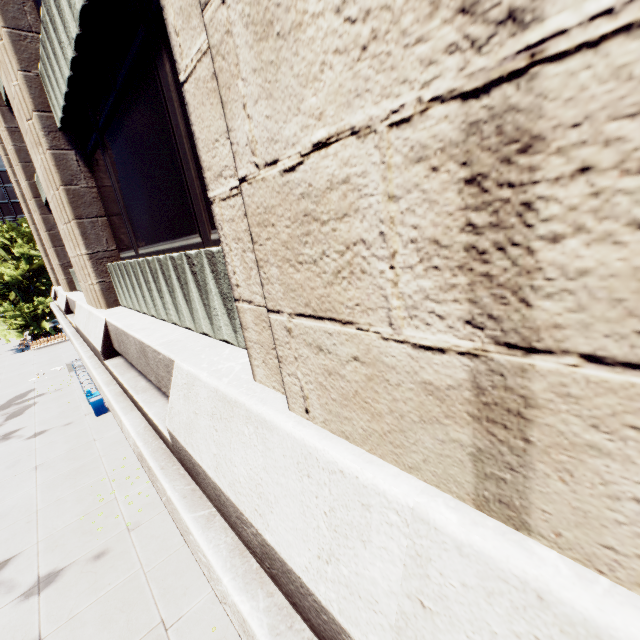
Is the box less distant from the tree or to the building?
the building

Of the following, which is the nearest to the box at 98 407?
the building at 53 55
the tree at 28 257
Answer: the building at 53 55

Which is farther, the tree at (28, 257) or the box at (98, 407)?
the tree at (28, 257)

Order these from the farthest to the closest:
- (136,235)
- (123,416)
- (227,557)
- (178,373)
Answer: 1. (136,235)
2. (123,416)
3. (178,373)
4. (227,557)

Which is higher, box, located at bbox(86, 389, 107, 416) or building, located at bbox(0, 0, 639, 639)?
building, located at bbox(0, 0, 639, 639)

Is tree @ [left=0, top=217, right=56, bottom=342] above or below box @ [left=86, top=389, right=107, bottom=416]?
above
